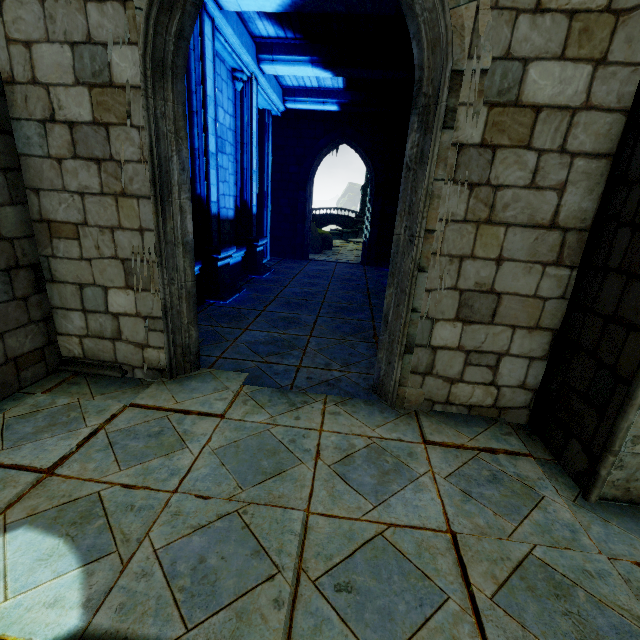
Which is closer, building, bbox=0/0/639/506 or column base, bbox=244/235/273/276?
building, bbox=0/0/639/506

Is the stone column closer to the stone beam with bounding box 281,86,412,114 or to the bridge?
the stone beam with bounding box 281,86,412,114

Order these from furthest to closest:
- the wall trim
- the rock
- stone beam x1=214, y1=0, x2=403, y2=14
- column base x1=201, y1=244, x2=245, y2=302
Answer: the rock
the wall trim
column base x1=201, y1=244, x2=245, y2=302
stone beam x1=214, y1=0, x2=403, y2=14

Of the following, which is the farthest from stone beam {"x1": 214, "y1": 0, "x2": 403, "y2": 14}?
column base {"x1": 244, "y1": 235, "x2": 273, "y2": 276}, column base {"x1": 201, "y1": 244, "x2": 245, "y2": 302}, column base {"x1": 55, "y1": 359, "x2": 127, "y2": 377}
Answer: column base {"x1": 55, "y1": 359, "x2": 127, "y2": 377}

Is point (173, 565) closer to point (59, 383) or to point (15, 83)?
point (59, 383)

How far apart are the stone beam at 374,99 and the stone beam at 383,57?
2.3 meters

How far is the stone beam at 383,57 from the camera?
8.23m

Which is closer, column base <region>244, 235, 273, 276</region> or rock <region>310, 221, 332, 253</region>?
column base <region>244, 235, 273, 276</region>
